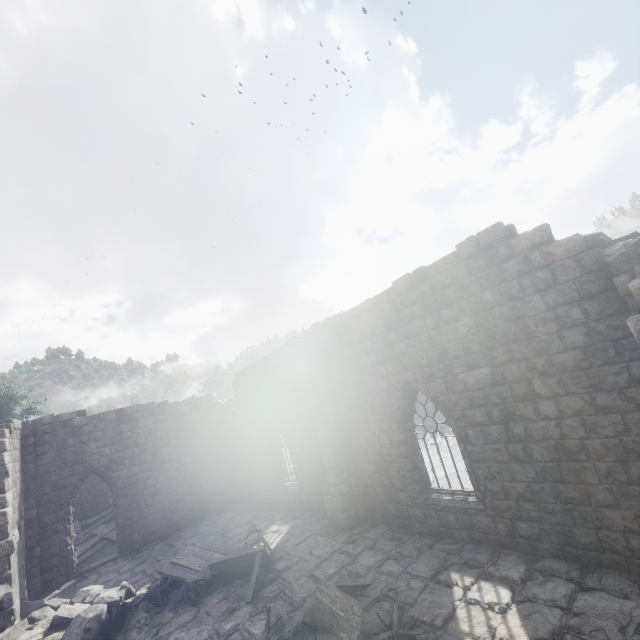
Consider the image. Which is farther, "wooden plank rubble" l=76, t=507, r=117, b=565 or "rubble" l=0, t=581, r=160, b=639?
"wooden plank rubble" l=76, t=507, r=117, b=565

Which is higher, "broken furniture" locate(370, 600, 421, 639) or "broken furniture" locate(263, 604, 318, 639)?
"broken furniture" locate(263, 604, 318, 639)

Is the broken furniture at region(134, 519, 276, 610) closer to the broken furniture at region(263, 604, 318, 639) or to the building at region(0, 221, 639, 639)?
the building at region(0, 221, 639, 639)

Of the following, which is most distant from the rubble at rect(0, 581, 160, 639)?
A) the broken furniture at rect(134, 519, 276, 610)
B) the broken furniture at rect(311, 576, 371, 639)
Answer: the broken furniture at rect(311, 576, 371, 639)

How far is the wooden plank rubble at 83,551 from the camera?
15.6 meters

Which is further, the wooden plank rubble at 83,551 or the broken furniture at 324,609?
the wooden plank rubble at 83,551

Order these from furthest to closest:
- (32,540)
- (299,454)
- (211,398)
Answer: (211,398) < (299,454) < (32,540)

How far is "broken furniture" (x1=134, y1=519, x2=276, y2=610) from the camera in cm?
909
